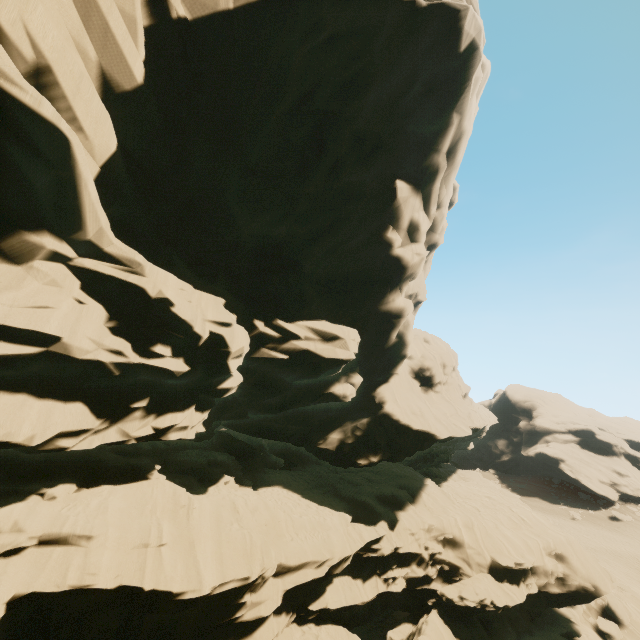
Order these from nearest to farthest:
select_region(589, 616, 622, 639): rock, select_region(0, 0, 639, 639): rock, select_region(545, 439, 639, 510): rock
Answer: select_region(0, 0, 639, 639): rock, select_region(589, 616, 622, 639): rock, select_region(545, 439, 639, 510): rock

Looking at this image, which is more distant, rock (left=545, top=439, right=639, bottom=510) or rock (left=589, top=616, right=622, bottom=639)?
rock (left=545, top=439, right=639, bottom=510)

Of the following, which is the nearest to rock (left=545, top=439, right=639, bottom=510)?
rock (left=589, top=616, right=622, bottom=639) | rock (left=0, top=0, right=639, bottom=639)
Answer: rock (left=0, top=0, right=639, bottom=639)

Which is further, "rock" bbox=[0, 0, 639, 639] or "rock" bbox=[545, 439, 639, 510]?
"rock" bbox=[545, 439, 639, 510]

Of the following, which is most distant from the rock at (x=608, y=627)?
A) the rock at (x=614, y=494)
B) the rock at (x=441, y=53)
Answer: the rock at (x=614, y=494)

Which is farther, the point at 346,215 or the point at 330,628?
the point at 346,215

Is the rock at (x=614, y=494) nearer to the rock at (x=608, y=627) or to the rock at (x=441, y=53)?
the rock at (x=441, y=53)
